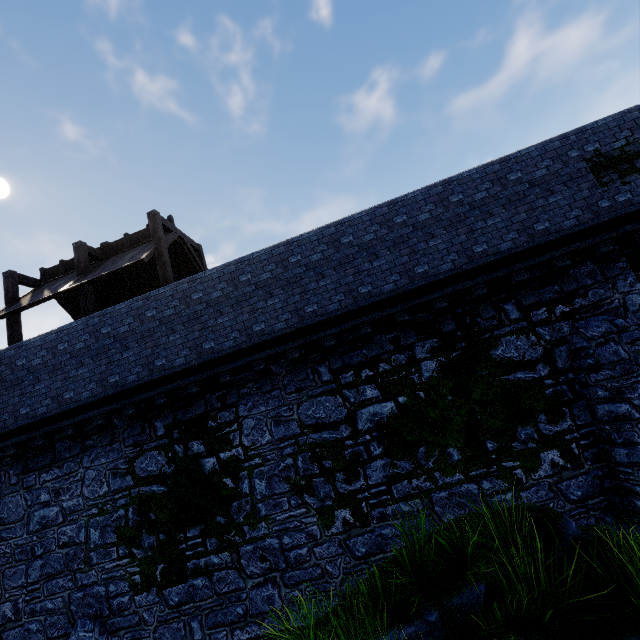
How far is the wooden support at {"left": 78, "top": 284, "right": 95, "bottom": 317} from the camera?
10.75m

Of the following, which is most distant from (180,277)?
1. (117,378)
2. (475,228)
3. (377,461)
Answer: (475,228)

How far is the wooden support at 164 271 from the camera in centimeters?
1052cm

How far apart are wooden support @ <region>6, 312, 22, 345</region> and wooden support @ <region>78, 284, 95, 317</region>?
2.7m

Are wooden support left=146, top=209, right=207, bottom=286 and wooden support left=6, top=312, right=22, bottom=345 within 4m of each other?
no

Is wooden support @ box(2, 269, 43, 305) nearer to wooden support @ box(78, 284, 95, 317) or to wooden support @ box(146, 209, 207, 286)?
wooden support @ box(78, 284, 95, 317)

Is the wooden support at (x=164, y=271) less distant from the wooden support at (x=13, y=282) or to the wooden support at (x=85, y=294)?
the wooden support at (x=85, y=294)

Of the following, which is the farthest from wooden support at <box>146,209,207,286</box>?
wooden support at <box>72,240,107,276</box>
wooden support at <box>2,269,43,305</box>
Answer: wooden support at <box>2,269,43,305</box>
